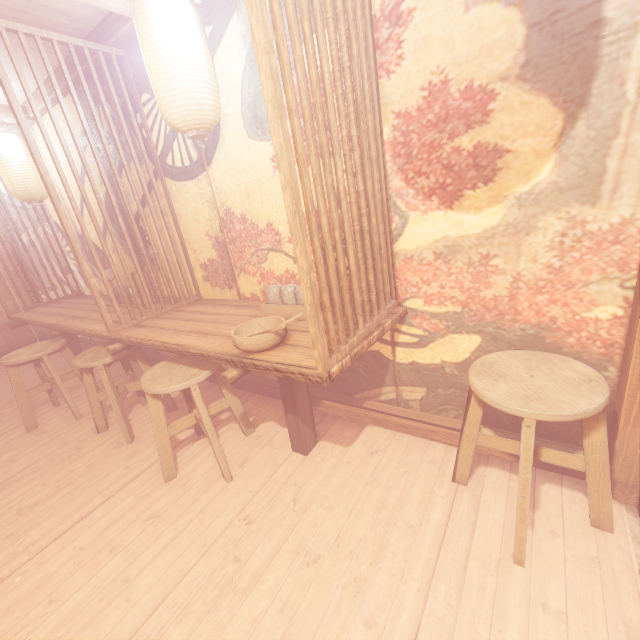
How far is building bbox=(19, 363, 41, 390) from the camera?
7.41m

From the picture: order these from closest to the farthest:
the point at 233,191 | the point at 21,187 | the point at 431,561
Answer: the point at 431,561 < the point at 233,191 < the point at 21,187

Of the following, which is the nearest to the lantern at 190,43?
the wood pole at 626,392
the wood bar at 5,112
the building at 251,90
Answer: the building at 251,90

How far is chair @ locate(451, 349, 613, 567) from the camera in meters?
2.2 m

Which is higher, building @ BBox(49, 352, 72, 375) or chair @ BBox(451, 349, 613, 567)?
chair @ BBox(451, 349, 613, 567)

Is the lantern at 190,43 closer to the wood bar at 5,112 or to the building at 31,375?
the building at 31,375

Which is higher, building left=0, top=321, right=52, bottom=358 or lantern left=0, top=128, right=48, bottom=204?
lantern left=0, top=128, right=48, bottom=204
